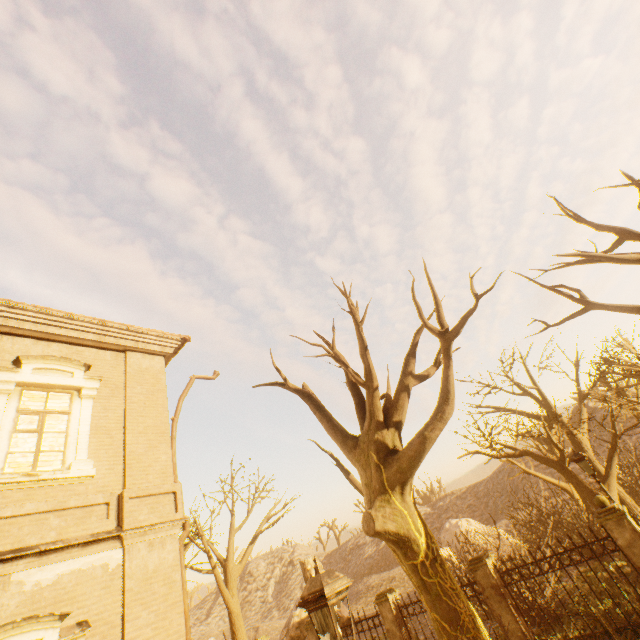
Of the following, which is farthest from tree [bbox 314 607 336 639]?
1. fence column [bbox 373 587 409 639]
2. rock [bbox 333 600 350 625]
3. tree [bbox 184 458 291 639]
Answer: rock [bbox 333 600 350 625]

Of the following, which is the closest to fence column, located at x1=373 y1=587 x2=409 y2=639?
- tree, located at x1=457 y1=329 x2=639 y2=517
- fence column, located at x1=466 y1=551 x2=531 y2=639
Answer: fence column, located at x1=466 y1=551 x2=531 y2=639

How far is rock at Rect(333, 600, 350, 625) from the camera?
22.77m

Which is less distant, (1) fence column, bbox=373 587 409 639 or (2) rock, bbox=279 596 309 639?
(1) fence column, bbox=373 587 409 639

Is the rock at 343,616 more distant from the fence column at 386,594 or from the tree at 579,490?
the tree at 579,490

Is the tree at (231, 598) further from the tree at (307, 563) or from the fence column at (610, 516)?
the tree at (307, 563)

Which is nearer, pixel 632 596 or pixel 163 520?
pixel 163 520

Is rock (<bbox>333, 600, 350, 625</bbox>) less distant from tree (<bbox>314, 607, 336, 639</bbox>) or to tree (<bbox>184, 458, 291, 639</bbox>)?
tree (<bbox>184, 458, 291, 639</bbox>)
